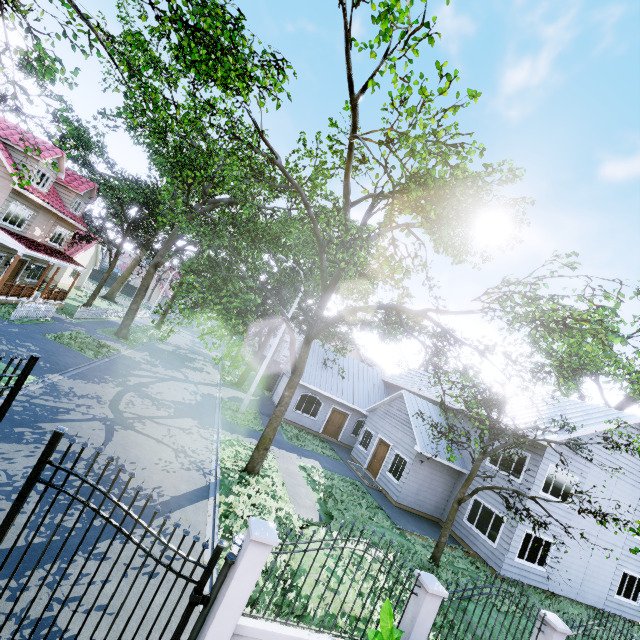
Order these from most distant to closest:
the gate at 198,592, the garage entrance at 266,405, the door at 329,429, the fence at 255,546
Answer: the door at 329,429 → the garage entrance at 266,405 → the fence at 255,546 → the gate at 198,592

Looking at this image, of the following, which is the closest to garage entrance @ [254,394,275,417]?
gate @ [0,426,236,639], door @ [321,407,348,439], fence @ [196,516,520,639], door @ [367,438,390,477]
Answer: door @ [321,407,348,439]

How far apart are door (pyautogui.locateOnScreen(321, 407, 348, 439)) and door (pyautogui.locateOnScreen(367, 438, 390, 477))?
4.4 meters

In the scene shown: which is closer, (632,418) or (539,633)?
(539,633)

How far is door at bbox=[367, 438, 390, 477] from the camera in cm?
1891

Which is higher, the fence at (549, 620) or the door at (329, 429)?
the fence at (549, 620)

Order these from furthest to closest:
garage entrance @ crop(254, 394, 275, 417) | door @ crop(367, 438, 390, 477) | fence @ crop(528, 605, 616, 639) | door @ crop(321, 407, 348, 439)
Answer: door @ crop(321, 407, 348, 439), garage entrance @ crop(254, 394, 275, 417), door @ crop(367, 438, 390, 477), fence @ crop(528, 605, 616, 639)

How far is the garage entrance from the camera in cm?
2291
